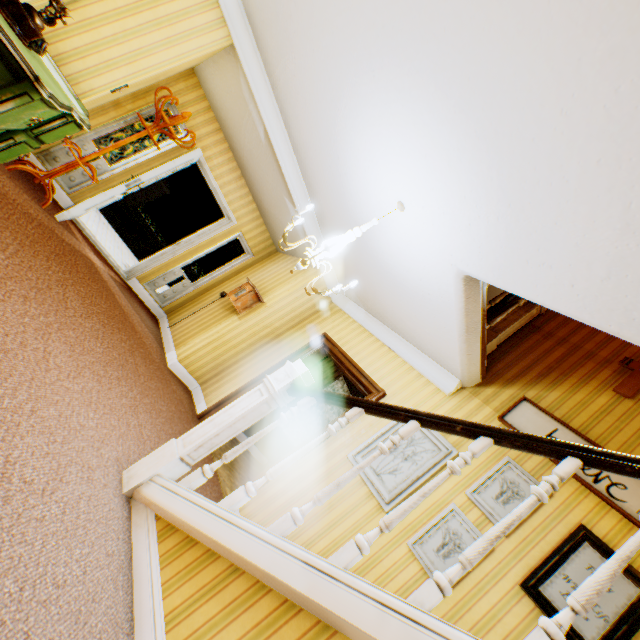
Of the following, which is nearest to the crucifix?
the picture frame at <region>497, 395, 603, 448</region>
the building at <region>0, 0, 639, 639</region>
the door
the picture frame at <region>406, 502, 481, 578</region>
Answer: the building at <region>0, 0, 639, 639</region>

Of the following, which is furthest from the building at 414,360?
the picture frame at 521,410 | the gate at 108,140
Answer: the gate at 108,140

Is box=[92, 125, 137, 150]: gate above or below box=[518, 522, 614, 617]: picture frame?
below

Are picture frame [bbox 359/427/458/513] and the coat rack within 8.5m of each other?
yes

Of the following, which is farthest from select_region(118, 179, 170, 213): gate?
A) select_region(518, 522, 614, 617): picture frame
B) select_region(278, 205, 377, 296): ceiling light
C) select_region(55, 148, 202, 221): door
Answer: select_region(518, 522, 614, 617): picture frame

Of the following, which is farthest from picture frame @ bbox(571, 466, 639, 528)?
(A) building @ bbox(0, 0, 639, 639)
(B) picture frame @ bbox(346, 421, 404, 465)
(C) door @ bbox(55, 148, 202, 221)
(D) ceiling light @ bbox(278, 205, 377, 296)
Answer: (C) door @ bbox(55, 148, 202, 221)

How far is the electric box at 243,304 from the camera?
5.5m

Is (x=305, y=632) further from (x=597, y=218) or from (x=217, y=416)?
(x=597, y=218)
